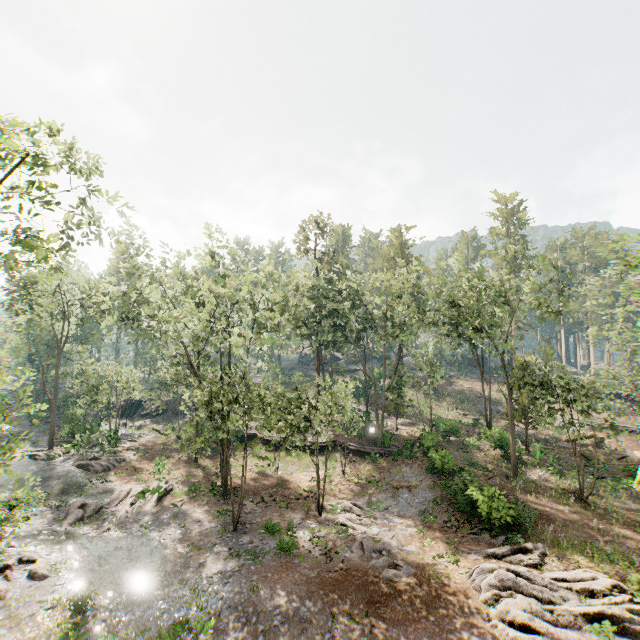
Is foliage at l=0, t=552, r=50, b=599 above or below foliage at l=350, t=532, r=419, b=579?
above

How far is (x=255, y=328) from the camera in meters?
27.9

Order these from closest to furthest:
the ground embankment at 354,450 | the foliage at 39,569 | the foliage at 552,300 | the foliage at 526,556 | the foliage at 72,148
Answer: the foliage at 72,148, the foliage at 526,556, the foliage at 39,569, the foliage at 552,300, the ground embankment at 354,450

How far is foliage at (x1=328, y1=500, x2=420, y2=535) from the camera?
19.9 meters

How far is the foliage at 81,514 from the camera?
19.6m

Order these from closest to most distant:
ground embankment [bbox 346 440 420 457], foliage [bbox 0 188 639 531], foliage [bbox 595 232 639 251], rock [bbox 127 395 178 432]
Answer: foliage [bbox 595 232 639 251] < foliage [bbox 0 188 639 531] < ground embankment [bbox 346 440 420 457] < rock [bbox 127 395 178 432]
